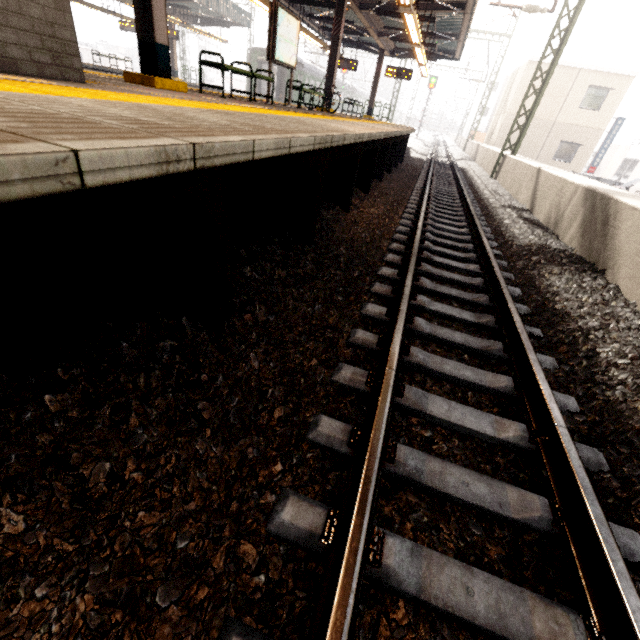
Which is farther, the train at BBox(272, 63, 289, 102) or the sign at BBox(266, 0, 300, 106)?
the train at BBox(272, 63, 289, 102)

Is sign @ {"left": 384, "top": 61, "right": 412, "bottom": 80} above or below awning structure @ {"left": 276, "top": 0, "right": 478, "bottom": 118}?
below

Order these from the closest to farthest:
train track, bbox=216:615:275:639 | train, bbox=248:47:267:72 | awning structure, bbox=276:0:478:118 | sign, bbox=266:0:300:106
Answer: train track, bbox=216:615:275:639, sign, bbox=266:0:300:106, awning structure, bbox=276:0:478:118, train, bbox=248:47:267:72

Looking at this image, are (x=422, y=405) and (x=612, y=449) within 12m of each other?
yes

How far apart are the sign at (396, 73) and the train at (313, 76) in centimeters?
1068cm

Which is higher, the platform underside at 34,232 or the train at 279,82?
the train at 279,82

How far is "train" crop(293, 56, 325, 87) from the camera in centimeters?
2581cm

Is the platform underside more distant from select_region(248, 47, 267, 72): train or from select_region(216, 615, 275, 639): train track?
select_region(248, 47, 267, 72): train
